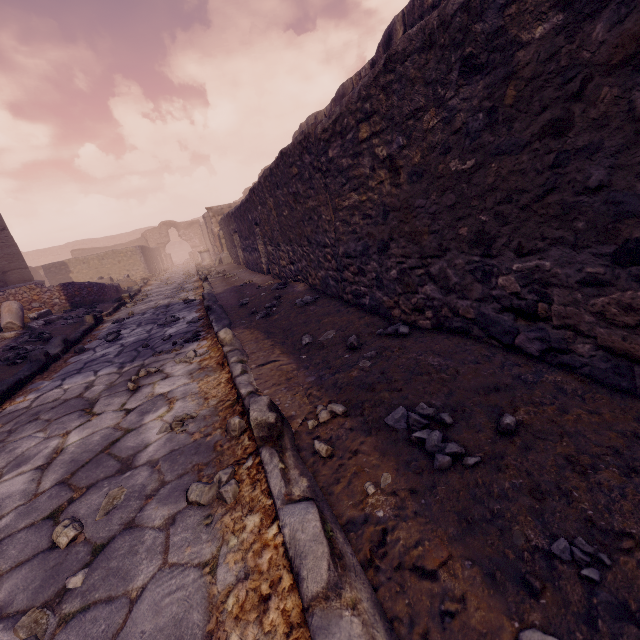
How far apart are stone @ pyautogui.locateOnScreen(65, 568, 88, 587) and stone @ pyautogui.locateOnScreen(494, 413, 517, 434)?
1.26m

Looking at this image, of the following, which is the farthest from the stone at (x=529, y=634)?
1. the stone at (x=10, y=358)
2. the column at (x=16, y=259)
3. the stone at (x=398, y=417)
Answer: the column at (x=16, y=259)

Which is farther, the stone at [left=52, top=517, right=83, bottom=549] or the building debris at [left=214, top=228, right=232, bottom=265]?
the building debris at [left=214, top=228, right=232, bottom=265]

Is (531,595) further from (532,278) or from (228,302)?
(228,302)

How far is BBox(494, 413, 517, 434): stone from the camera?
1.2 meters

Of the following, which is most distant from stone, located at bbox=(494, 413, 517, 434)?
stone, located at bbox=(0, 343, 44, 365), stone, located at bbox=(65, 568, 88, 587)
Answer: stone, located at bbox=(0, 343, 44, 365)

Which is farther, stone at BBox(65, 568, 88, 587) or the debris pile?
the debris pile

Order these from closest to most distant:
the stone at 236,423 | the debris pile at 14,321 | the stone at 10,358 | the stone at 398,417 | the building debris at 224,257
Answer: the stone at 398,417 → the stone at 236,423 → the stone at 10,358 → the debris pile at 14,321 → the building debris at 224,257
